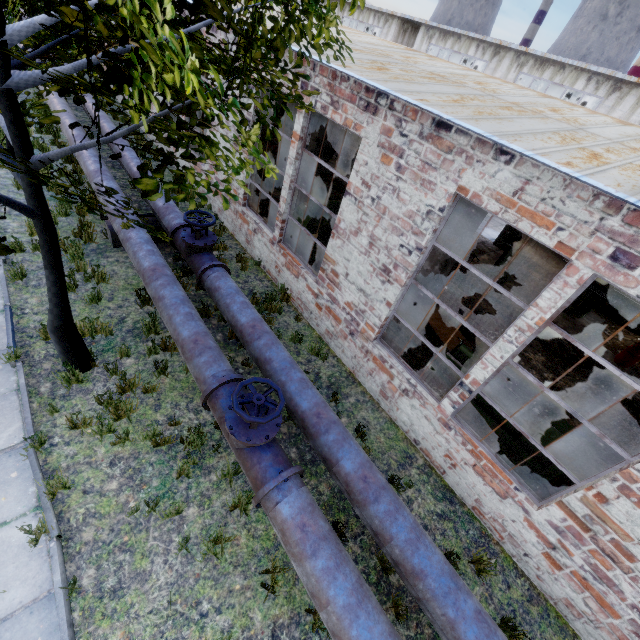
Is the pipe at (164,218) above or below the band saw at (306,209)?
below

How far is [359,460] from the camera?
4.42m

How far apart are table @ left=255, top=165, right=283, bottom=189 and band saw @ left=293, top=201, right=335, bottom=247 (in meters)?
4.45

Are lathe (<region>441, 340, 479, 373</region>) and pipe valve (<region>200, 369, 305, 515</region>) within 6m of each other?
yes

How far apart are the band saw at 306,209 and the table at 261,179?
4.4 meters

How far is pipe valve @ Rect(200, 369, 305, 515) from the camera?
3.9 meters

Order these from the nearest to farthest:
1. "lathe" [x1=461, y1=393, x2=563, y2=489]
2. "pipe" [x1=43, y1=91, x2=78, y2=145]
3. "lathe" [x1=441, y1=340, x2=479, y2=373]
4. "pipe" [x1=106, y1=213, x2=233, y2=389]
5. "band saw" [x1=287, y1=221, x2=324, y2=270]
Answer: "pipe" [x1=106, y1=213, x2=233, y2=389] < "lathe" [x1=461, y1=393, x2=563, y2=489] < "lathe" [x1=441, y1=340, x2=479, y2=373] < "band saw" [x1=287, y1=221, x2=324, y2=270] < "pipe" [x1=43, y1=91, x2=78, y2=145]

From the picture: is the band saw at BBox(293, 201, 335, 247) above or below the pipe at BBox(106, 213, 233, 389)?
above
